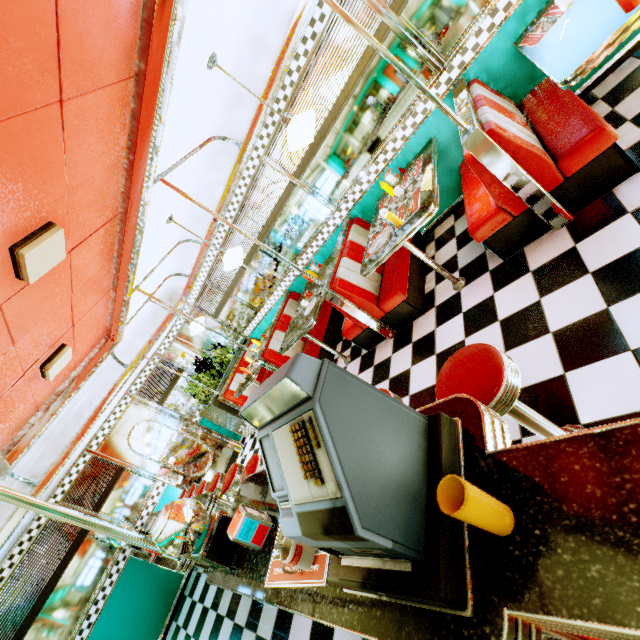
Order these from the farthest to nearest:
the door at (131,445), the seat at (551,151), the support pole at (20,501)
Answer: the door at (131,445) < the seat at (551,151) < the support pole at (20,501)

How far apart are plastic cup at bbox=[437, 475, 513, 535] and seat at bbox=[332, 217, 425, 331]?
2.9 meters

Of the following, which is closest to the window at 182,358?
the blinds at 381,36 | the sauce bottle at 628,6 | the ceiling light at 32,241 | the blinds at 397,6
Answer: the blinds at 381,36

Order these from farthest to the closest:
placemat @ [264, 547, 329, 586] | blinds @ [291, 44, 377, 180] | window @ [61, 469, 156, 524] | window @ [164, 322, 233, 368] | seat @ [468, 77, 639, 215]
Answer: window @ [164, 322, 233, 368] < window @ [61, 469, 156, 524] < blinds @ [291, 44, 377, 180] < seat @ [468, 77, 639, 215] < placemat @ [264, 547, 329, 586]

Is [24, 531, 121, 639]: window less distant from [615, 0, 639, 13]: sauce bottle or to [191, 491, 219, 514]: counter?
[191, 491, 219, 514]: counter

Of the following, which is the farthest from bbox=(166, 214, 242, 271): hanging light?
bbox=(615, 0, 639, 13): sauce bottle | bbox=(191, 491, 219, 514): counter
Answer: bbox=(615, 0, 639, 13): sauce bottle

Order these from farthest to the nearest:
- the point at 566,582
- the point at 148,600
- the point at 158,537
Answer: the point at 148,600 → the point at 158,537 → the point at 566,582

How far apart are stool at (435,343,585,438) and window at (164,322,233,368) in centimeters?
647cm
